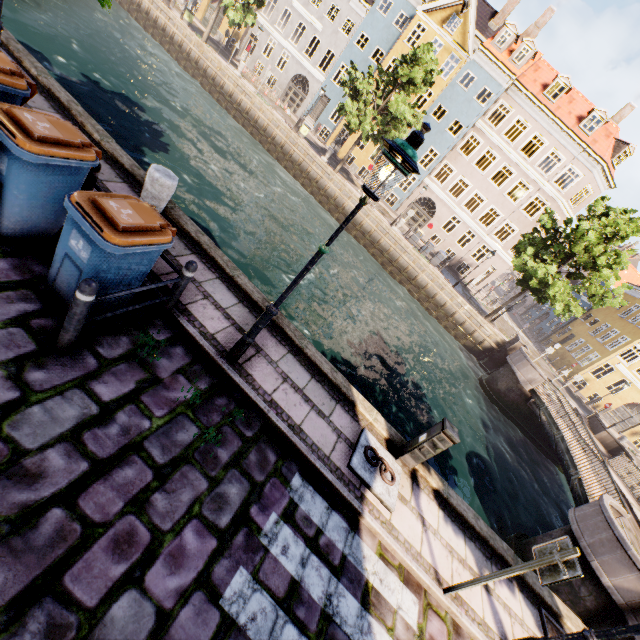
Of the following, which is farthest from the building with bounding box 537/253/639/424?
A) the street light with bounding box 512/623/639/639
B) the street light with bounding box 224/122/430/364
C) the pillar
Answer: the street light with bounding box 512/623/639/639

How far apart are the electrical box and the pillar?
6.0m

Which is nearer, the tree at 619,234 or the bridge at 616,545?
the bridge at 616,545

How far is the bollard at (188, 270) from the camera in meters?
4.3

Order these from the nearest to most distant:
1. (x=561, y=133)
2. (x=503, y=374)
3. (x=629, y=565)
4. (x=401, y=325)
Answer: (x=629, y=565) < (x=401, y=325) < (x=503, y=374) < (x=561, y=133)

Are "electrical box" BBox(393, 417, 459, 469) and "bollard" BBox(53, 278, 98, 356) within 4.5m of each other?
Result: no

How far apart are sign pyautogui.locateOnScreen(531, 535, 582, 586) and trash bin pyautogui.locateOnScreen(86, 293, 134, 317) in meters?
6.0

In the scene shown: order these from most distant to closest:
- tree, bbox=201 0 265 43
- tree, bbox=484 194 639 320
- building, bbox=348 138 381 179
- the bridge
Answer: building, bbox=348 138 381 179
tree, bbox=201 0 265 43
tree, bbox=484 194 639 320
the bridge
